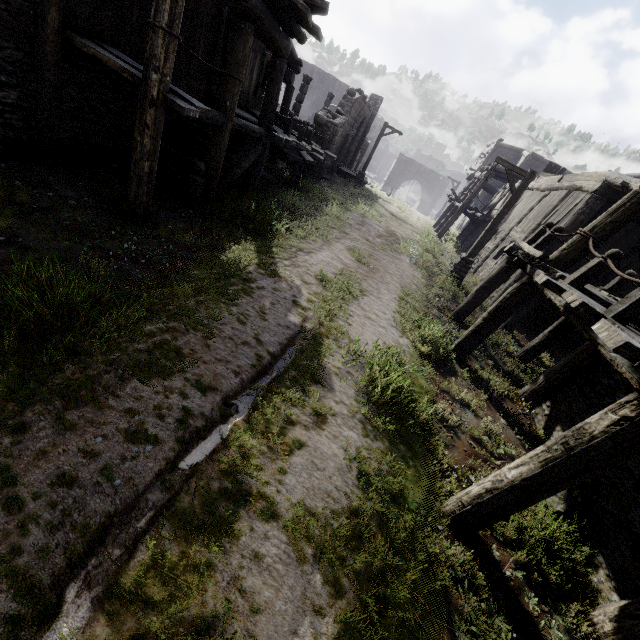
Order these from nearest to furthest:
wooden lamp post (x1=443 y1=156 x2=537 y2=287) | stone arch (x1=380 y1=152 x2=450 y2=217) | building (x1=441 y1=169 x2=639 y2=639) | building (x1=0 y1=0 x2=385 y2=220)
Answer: building (x1=441 y1=169 x2=639 y2=639), building (x1=0 y1=0 x2=385 y2=220), wooden lamp post (x1=443 y1=156 x2=537 y2=287), stone arch (x1=380 y1=152 x2=450 y2=217)

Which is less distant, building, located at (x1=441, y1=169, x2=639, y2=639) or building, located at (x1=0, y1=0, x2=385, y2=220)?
building, located at (x1=441, y1=169, x2=639, y2=639)

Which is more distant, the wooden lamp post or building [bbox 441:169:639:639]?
the wooden lamp post

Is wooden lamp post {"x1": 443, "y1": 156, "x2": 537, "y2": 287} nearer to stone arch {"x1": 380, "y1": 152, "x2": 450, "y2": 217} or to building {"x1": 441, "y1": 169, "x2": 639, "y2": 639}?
building {"x1": 441, "y1": 169, "x2": 639, "y2": 639}

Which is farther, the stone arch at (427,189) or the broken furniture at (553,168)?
the stone arch at (427,189)

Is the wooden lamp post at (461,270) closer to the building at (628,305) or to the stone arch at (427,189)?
the building at (628,305)

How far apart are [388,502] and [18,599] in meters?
3.2 m

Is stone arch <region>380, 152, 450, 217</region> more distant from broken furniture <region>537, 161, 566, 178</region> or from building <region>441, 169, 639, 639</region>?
broken furniture <region>537, 161, 566, 178</region>
